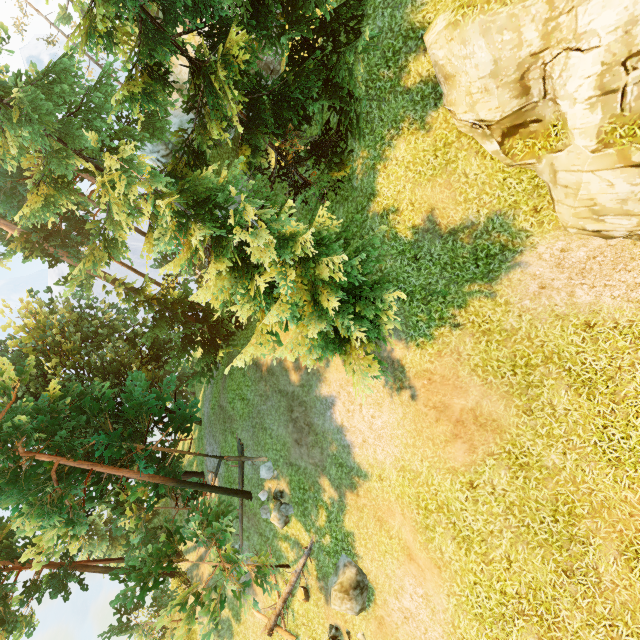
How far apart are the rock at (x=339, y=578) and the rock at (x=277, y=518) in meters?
3.3 m

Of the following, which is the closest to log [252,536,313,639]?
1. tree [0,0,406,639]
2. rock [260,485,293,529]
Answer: tree [0,0,406,639]

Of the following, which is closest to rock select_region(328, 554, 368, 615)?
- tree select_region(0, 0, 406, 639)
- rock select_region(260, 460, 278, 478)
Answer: tree select_region(0, 0, 406, 639)

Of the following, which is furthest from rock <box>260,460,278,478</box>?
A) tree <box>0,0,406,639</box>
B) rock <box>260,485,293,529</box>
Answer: tree <box>0,0,406,639</box>

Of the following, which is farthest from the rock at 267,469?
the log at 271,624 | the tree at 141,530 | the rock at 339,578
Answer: the rock at 339,578

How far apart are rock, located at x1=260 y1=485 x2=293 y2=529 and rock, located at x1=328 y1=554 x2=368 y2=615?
3.29m

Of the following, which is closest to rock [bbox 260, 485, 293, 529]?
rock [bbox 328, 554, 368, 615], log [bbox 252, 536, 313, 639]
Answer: log [bbox 252, 536, 313, 639]

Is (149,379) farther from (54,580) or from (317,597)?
(317,597)
